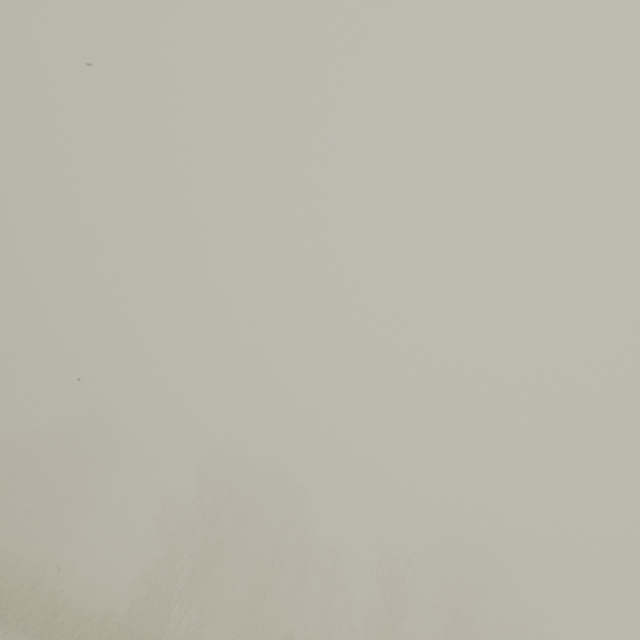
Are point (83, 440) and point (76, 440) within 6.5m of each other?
yes
